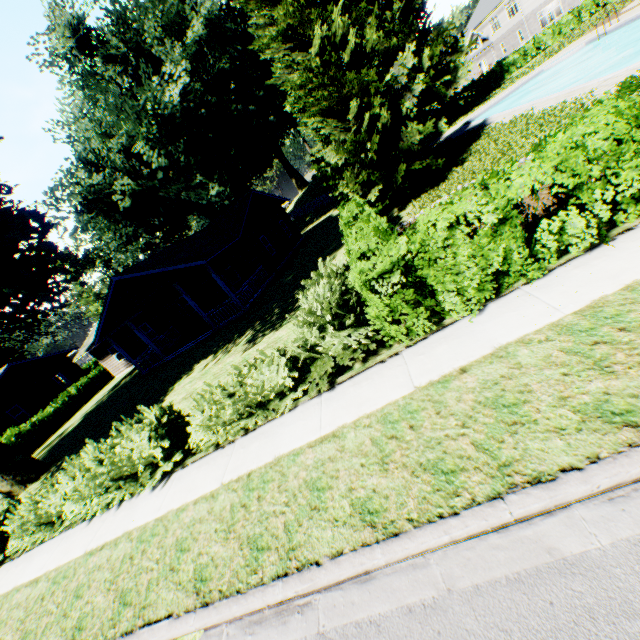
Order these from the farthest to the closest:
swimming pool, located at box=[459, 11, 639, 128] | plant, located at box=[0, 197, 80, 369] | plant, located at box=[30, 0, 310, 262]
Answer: plant, located at box=[30, 0, 310, 262] → swimming pool, located at box=[459, 11, 639, 128] → plant, located at box=[0, 197, 80, 369]

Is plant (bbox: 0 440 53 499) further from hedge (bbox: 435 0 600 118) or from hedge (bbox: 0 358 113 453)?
hedge (bbox: 0 358 113 453)

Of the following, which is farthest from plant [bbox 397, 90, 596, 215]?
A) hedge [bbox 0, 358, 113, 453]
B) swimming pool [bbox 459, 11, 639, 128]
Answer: hedge [bbox 0, 358, 113, 453]

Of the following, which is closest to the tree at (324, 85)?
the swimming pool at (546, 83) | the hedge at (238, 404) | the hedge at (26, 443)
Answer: the hedge at (238, 404)

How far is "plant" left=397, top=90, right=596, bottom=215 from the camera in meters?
11.9

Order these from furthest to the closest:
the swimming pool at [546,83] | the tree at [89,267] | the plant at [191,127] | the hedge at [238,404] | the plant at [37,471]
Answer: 1. the tree at [89,267]
2. the plant at [191,127]
3. the swimming pool at [546,83]
4. the plant at [37,471]
5. the hedge at [238,404]

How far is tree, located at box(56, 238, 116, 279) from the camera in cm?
5062

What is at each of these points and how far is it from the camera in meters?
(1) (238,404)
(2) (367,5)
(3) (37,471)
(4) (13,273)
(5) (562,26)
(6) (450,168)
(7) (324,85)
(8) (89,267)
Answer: (1) hedge, 6.9 m
(2) plant, 29.0 m
(3) plant, 16.1 m
(4) plant, 14.8 m
(5) hedge, 35.7 m
(6) plant, 16.5 m
(7) tree, 13.2 m
(8) tree, 50.7 m
